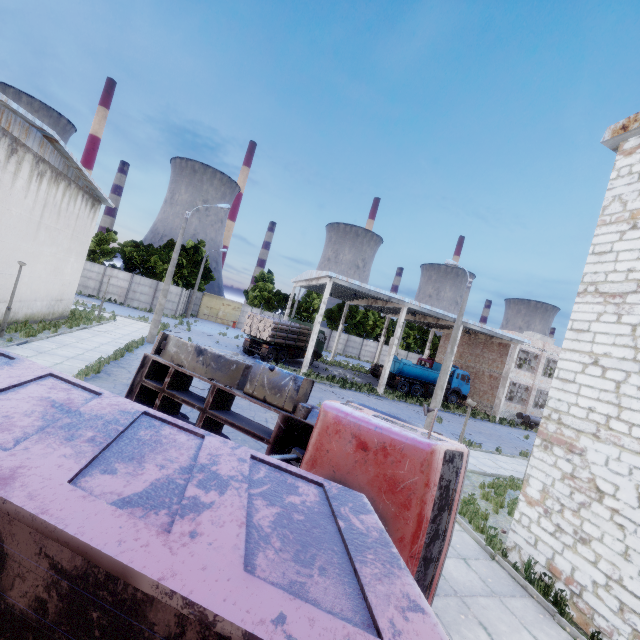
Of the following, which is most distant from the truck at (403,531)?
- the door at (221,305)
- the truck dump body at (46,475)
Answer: the door at (221,305)

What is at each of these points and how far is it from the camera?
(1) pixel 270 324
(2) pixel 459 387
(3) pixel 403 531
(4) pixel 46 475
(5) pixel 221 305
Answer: (1) log pile, 25.2 meters
(2) truck, 32.2 meters
(3) truck, 4.1 meters
(4) truck dump body, 1.8 meters
(5) door, 48.0 meters

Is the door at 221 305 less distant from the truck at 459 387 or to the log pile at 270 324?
the truck at 459 387

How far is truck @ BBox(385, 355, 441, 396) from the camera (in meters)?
30.44

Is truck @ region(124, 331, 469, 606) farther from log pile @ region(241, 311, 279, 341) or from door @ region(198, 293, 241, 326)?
door @ region(198, 293, 241, 326)

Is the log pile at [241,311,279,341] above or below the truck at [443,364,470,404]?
above

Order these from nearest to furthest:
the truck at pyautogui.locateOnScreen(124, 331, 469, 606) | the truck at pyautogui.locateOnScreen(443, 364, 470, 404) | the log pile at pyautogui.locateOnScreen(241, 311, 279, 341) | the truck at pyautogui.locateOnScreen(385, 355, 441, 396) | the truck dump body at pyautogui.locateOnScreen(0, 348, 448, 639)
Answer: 1. the truck dump body at pyautogui.locateOnScreen(0, 348, 448, 639)
2. the truck at pyautogui.locateOnScreen(124, 331, 469, 606)
3. the log pile at pyautogui.locateOnScreen(241, 311, 279, 341)
4. the truck at pyautogui.locateOnScreen(385, 355, 441, 396)
5. the truck at pyautogui.locateOnScreen(443, 364, 470, 404)
